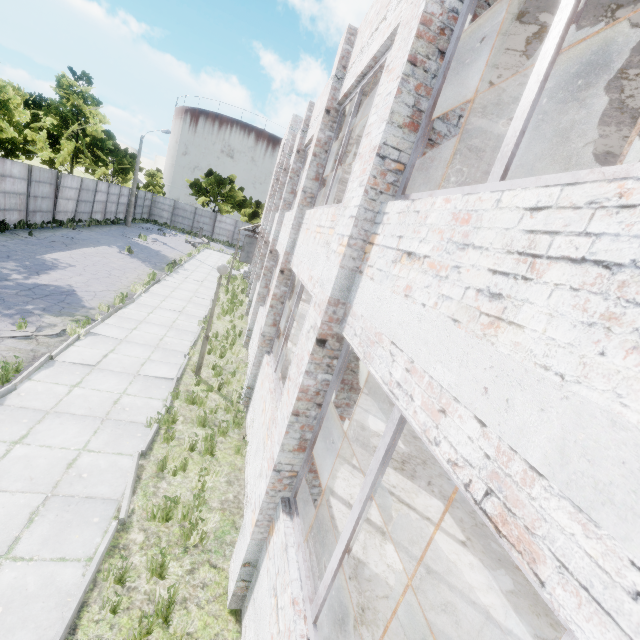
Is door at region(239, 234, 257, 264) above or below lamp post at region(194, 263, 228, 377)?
below

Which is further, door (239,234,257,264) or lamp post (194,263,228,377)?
door (239,234,257,264)

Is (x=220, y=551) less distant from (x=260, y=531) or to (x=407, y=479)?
(x=260, y=531)

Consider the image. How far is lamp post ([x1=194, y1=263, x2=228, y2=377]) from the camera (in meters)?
8.67

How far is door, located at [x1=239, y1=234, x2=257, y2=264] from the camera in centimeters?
2562cm

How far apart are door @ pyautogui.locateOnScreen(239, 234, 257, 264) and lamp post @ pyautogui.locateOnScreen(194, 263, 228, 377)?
17.6m

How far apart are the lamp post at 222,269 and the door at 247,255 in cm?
1763

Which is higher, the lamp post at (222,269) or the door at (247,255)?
the lamp post at (222,269)
